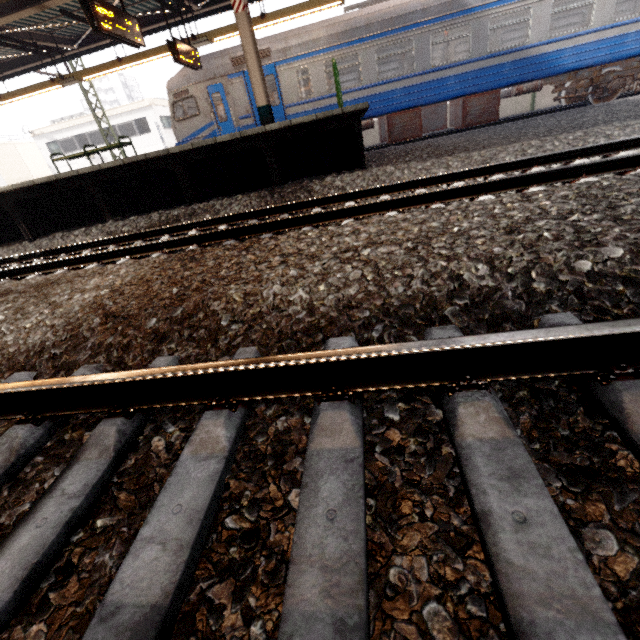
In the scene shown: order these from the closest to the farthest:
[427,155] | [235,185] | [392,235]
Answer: [392,235] < [427,155] < [235,185]

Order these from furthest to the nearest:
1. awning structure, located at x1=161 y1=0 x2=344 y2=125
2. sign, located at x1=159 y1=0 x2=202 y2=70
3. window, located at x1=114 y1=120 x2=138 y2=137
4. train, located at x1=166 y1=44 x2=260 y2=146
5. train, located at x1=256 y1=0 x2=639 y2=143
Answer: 1. window, located at x1=114 y1=120 x2=138 y2=137
2. train, located at x1=166 y1=44 x2=260 y2=146
3. train, located at x1=256 y1=0 x2=639 y2=143
4. sign, located at x1=159 y1=0 x2=202 y2=70
5. awning structure, located at x1=161 y1=0 x2=344 y2=125

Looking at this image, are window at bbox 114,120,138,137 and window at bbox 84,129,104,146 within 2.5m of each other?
yes

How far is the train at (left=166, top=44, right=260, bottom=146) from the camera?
10.98m

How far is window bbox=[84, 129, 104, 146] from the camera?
27.7 meters

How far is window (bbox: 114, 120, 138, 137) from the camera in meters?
27.1 m

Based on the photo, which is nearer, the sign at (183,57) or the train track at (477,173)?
the train track at (477,173)

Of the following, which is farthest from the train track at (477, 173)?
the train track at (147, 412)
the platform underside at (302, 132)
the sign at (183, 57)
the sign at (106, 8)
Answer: the sign at (183, 57)
